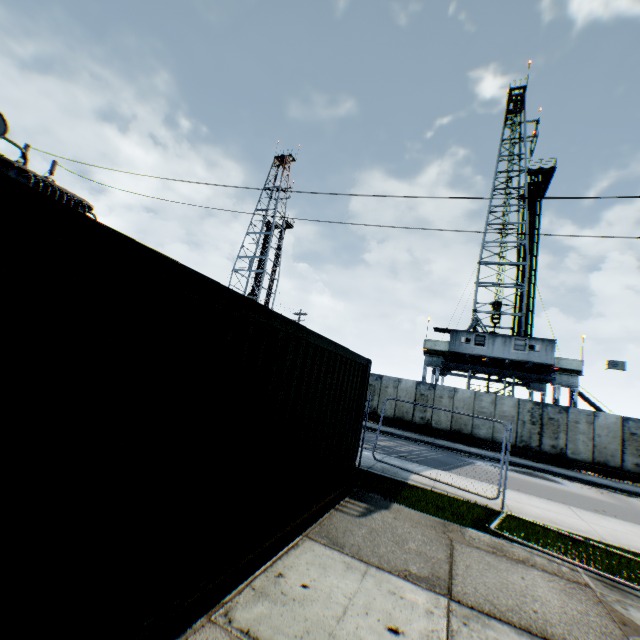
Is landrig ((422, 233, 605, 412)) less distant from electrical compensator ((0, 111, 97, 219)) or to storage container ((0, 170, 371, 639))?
storage container ((0, 170, 371, 639))

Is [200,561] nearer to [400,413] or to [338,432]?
[338,432]

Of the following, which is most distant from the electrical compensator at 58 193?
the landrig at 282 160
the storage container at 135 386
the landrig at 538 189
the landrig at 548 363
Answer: the landrig at 282 160

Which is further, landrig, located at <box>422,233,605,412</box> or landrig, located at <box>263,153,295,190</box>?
landrig, located at <box>263,153,295,190</box>

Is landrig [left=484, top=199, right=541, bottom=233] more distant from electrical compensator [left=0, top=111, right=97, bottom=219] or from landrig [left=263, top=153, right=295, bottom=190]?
electrical compensator [left=0, top=111, right=97, bottom=219]

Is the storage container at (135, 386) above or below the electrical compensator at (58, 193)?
below

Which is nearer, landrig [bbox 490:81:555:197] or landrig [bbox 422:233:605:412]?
landrig [bbox 422:233:605:412]

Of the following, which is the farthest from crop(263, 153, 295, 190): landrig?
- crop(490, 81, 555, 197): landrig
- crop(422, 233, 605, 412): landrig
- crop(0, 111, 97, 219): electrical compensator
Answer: crop(0, 111, 97, 219): electrical compensator
